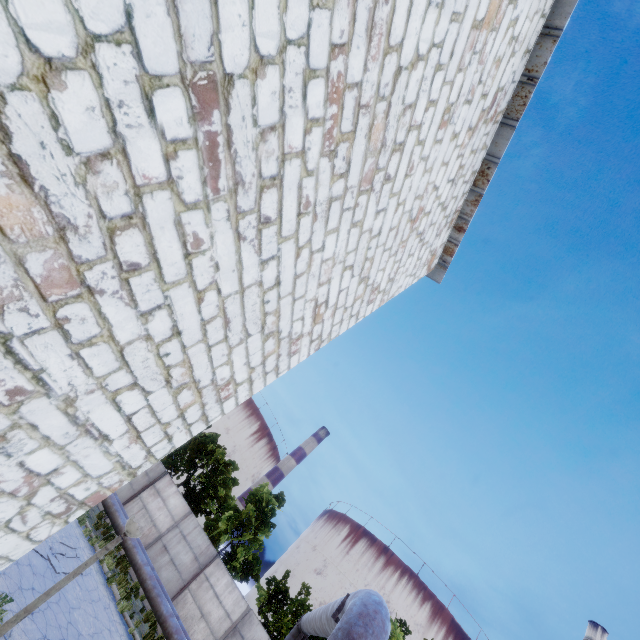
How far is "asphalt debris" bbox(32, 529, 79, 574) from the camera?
9.9 meters

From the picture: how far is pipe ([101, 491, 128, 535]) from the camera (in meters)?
15.39

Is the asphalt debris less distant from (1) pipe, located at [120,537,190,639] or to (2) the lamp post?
(1) pipe, located at [120,537,190,639]

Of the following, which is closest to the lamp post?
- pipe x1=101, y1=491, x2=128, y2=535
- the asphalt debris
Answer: pipe x1=101, y1=491, x2=128, y2=535

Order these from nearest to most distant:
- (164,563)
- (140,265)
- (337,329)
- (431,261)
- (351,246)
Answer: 1. (140,265)
2. (351,246)
3. (337,329)
4. (431,261)
5. (164,563)

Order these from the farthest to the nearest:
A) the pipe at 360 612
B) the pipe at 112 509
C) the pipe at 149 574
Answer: the pipe at 112 509
the pipe at 149 574
the pipe at 360 612

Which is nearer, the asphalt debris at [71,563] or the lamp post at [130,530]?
the lamp post at [130,530]
